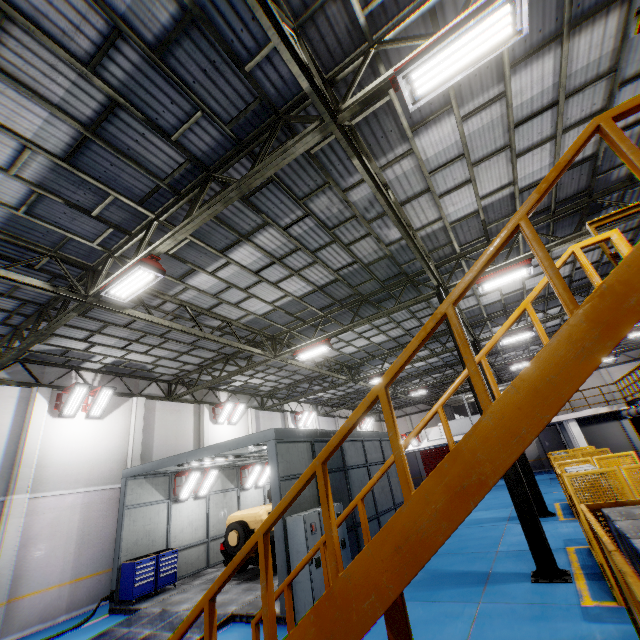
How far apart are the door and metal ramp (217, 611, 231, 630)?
33.1 meters

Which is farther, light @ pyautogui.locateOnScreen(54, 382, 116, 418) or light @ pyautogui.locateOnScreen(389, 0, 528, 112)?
light @ pyautogui.locateOnScreen(54, 382, 116, 418)

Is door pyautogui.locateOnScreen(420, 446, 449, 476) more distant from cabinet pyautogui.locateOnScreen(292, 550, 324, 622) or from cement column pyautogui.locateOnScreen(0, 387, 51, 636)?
cement column pyautogui.locateOnScreen(0, 387, 51, 636)

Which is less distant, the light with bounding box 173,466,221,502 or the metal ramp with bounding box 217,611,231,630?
the metal ramp with bounding box 217,611,231,630

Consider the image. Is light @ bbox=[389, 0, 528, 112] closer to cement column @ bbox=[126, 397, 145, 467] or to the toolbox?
the toolbox

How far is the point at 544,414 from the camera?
2.1 meters

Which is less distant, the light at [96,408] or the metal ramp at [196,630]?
the metal ramp at [196,630]

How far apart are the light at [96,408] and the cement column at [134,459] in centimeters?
224cm
